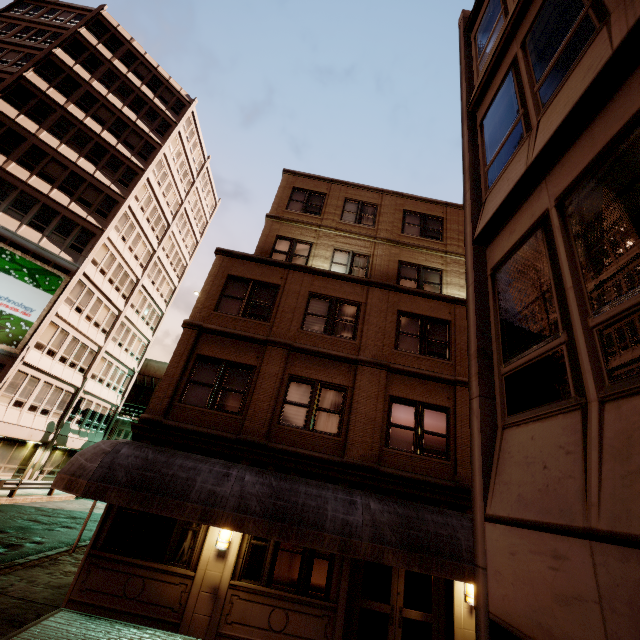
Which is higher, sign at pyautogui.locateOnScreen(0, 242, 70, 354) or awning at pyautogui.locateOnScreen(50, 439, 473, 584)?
sign at pyautogui.locateOnScreen(0, 242, 70, 354)

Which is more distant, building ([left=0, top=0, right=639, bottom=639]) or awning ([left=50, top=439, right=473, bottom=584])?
awning ([left=50, top=439, right=473, bottom=584])

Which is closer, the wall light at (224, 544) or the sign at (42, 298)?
the wall light at (224, 544)

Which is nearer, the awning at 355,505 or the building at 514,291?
the building at 514,291

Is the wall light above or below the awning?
below

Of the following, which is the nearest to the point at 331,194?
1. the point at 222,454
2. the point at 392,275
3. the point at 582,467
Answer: the point at 392,275

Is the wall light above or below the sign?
below

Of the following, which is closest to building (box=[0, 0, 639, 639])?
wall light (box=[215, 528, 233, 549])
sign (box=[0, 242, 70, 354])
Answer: wall light (box=[215, 528, 233, 549])
